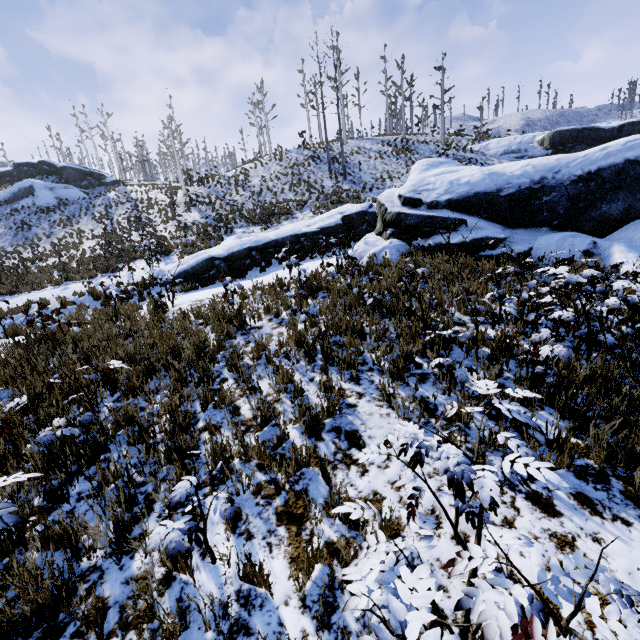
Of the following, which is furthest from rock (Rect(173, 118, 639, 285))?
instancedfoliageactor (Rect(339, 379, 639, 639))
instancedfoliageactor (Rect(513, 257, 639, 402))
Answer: instancedfoliageactor (Rect(339, 379, 639, 639))

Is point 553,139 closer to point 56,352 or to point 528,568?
point 528,568

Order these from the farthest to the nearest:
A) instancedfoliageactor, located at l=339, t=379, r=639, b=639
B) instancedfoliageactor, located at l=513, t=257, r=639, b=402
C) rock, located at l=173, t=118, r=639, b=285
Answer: rock, located at l=173, t=118, r=639, b=285, instancedfoliageactor, located at l=513, t=257, r=639, b=402, instancedfoliageactor, located at l=339, t=379, r=639, b=639

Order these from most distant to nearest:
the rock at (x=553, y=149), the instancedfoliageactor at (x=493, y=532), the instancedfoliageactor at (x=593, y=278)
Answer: the rock at (x=553, y=149) < the instancedfoliageactor at (x=593, y=278) < the instancedfoliageactor at (x=493, y=532)

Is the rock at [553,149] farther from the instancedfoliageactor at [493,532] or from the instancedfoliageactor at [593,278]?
the instancedfoliageactor at [493,532]

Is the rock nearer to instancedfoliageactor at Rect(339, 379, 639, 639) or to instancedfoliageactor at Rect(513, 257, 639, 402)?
instancedfoliageactor at Rect(513, 257, 639, 402)
